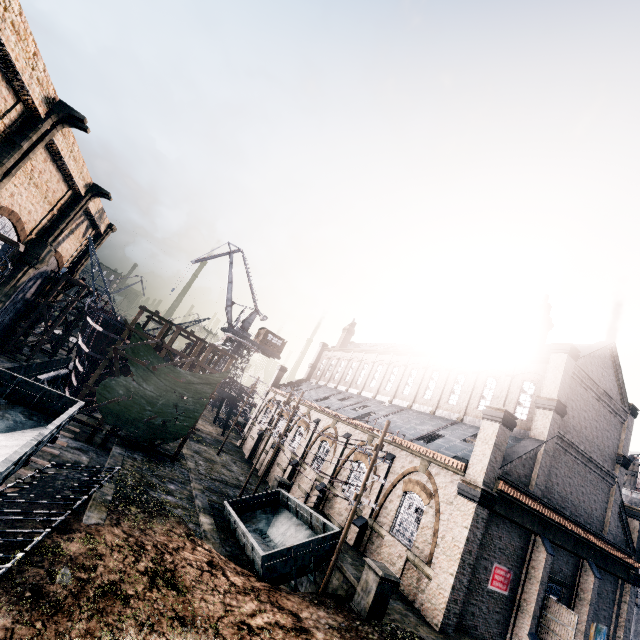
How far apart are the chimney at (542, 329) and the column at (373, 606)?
19.21m

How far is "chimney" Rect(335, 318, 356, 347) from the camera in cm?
5256

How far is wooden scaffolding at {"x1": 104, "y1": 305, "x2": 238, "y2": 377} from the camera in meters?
25.4 m

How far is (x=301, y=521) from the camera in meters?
19.2

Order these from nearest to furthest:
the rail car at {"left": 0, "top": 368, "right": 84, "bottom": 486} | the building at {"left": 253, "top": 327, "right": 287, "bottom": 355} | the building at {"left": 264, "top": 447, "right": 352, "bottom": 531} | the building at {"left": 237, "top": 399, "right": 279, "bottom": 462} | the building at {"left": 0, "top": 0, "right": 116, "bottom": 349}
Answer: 1. the rail car at {"left": 0, "top": 368, "right": 84, "bottom": 486}
2. the building at {"left": 0, "top": 0, "right": 116, "bottom": 349}
3. the building at {"left": 264, "top": 447, "right": 352, "bottom": 531}
4. the building at {"left": 237, "top": 399, "right": 279, "bottom": 462}
5. the building at {"left": 253, "top": 327, "right": 287, "bottom": 355}

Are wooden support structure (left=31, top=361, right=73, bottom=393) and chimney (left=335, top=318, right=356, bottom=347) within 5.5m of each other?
no

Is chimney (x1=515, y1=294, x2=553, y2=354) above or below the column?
above

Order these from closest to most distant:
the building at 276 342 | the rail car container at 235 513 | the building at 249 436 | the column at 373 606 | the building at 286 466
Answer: the column at 373 606
the rail car container at 235 513
the building at 286 466
the building at 249 436
the building at 276 342
